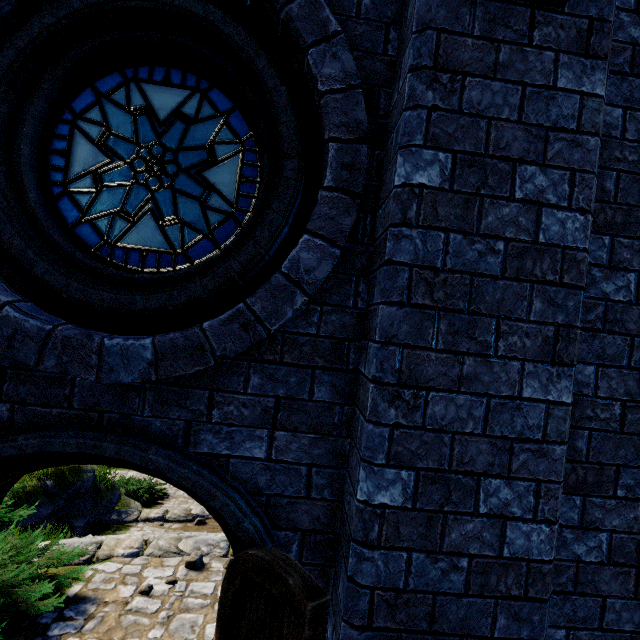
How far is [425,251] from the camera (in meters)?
1.49

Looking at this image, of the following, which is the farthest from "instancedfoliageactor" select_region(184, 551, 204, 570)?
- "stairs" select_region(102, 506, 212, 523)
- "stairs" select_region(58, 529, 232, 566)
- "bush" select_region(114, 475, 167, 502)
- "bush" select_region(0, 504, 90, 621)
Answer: "bush" select_region(114, 475, 167, 502)

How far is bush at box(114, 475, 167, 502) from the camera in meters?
12.5 m

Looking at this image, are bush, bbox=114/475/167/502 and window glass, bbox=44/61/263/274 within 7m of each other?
no

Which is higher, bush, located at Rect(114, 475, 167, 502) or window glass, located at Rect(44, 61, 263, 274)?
window glass, located at Rect(44, 61, 263, 274)

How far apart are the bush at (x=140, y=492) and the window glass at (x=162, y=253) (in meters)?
13.65

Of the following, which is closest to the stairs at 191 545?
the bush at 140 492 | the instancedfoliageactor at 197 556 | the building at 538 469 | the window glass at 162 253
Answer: the instancedfoliageactor at 197 556

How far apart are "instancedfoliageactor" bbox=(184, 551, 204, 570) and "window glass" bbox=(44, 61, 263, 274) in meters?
5.0 m
